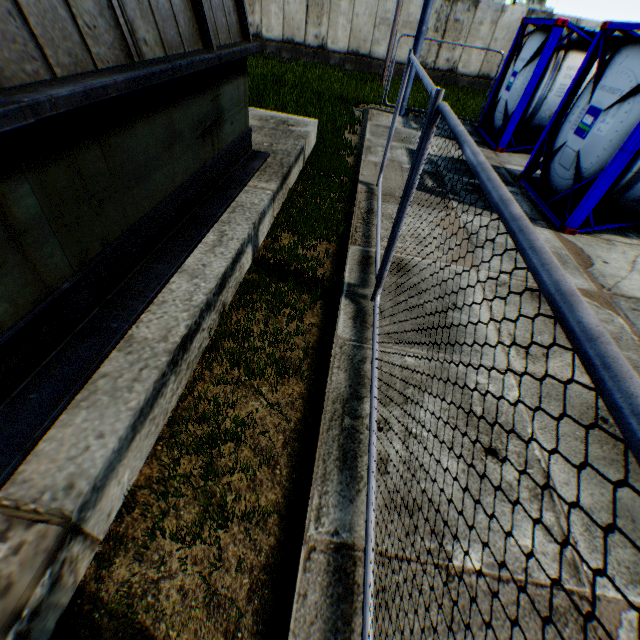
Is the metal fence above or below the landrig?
below

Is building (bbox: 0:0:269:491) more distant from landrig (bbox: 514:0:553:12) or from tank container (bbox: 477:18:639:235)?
landrig (bbox: 514:0:553:12)

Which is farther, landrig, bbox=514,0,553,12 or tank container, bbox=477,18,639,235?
landrig, bbox=514,0,553,12

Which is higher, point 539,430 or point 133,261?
point 133,261

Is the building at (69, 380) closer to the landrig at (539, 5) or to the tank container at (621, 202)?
the tank container at (621, 202)

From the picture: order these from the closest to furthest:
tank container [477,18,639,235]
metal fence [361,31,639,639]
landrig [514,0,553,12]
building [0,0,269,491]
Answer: metal fence [361,31,639,639] < building [0,0,269,491] < tank container [477,18,639,235] < landrig [514,0,553,12]

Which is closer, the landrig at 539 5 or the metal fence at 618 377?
the metal fence at 618 377

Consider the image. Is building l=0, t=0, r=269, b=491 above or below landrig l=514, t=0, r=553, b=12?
below
